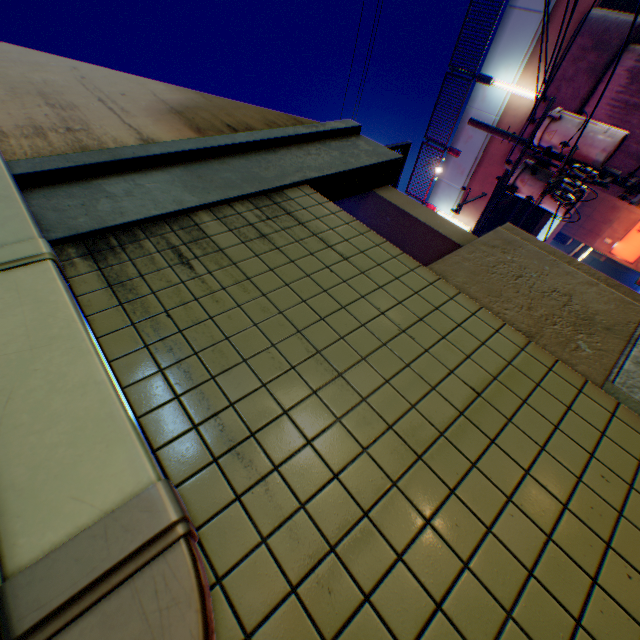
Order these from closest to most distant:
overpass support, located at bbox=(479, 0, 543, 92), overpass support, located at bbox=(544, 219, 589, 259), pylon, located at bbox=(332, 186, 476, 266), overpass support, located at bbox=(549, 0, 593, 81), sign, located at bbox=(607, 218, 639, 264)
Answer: pylon, located at bbox=(332, 186, 476, 266)
overpass support, located at bbox=(549, 0, 593, 81)
overpass support, located at bbox=(479, 0, 543, 92)
overpass support, located at bbox=(544, 219, 589, 259)
sign, located at bbox=(607, 218, 639, 264)

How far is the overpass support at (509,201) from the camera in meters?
14.6 m

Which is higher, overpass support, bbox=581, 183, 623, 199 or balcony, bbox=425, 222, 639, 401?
overpass support, bbox=581, 183, 623, 199

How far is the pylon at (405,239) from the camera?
2.7 meters

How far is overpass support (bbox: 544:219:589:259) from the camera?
19.71m

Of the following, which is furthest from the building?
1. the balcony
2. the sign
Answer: the balcony

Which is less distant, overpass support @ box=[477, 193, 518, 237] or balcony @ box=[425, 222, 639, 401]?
balcony @ box=[425, 222, 639, 401]

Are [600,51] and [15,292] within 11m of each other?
no
